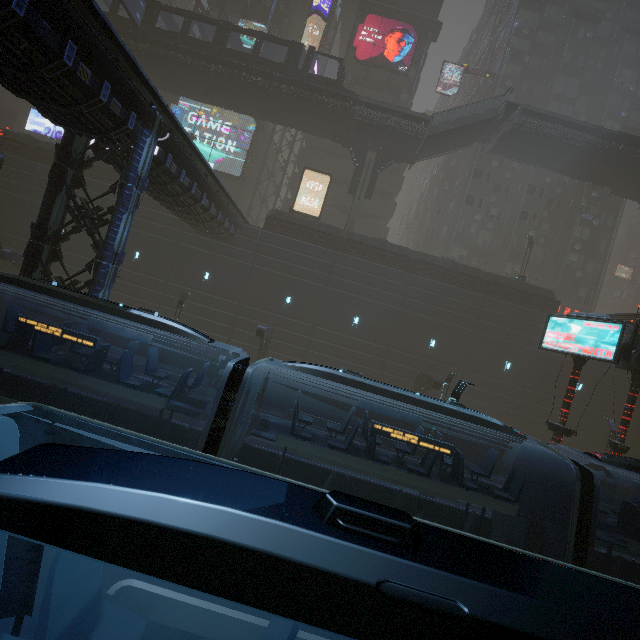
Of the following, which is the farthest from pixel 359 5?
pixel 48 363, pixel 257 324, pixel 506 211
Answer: pixel 48 363

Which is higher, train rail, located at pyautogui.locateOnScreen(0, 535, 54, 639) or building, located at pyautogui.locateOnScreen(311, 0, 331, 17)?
building, located at pyautogui.locateOnScreen(311, 0, 331, 17)

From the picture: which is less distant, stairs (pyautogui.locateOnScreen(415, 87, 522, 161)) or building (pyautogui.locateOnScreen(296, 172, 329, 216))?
stairs (pyautogui.locateOnScreen(415, 87, 522, 161))

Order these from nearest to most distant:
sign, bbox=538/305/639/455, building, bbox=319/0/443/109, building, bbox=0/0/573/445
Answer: building, bbox=0/0/573/445 → sign, bbox=538/305/639/455 → building, bbox=319/0/443/109

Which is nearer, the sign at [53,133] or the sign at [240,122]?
the sign at [240,122]

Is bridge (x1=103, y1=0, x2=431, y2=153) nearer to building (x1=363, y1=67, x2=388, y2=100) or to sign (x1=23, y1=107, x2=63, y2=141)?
building (x1=363, y1=67, x2=388, y2=100)

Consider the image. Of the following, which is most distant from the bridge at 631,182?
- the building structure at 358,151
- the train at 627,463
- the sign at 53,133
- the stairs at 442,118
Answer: the sign at 53,133

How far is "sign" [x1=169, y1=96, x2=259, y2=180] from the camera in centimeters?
3544cm
